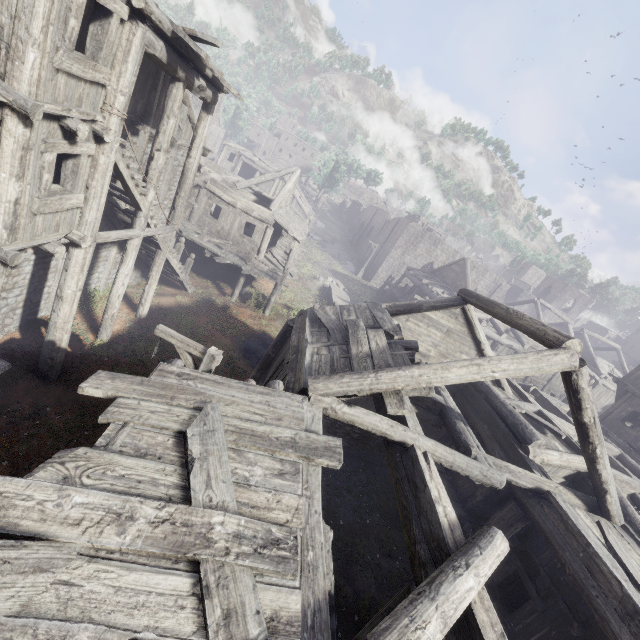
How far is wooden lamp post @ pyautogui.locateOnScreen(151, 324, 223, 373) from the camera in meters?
7.1 m

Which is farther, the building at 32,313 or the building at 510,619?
the building at 32,313

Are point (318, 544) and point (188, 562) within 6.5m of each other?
yes

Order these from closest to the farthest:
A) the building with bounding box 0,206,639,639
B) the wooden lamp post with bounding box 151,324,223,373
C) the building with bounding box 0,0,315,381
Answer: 1. the building with bounding box 0,206,639,639
2. the building with bounding box 0,0,315,381
3. the wooden lamp post with bounding box 151,324,223,373

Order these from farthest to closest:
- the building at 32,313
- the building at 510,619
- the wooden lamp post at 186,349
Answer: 1. the wooden lamp post at 186,349
2. the building at 32,313
3. the building at 510,619

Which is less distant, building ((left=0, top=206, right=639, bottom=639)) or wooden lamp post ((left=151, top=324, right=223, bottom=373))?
building ((left=0, top=206, right=639, bottom=639))

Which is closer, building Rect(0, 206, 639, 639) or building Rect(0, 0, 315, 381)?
building Rect(0, 206, 639, 639)
